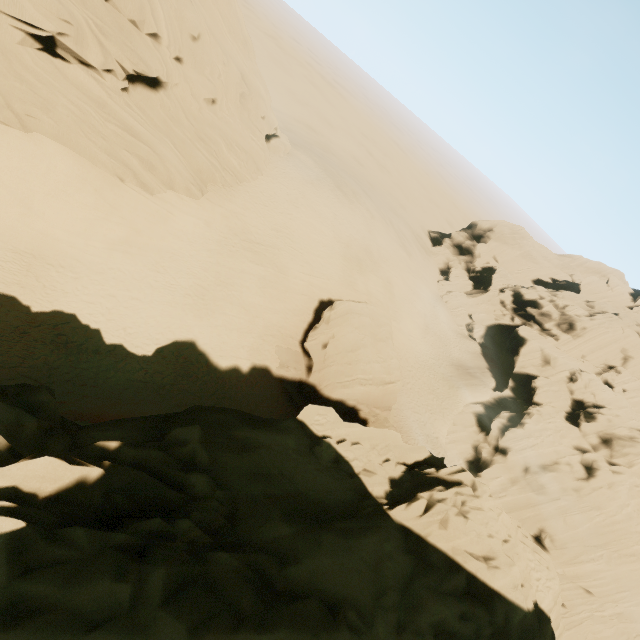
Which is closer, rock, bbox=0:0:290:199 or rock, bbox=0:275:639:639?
rock, bbox=0:275:639:639

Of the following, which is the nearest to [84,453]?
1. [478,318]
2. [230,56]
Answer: [230,56]

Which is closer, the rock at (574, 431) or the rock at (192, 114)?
the rock at (574, 431)
